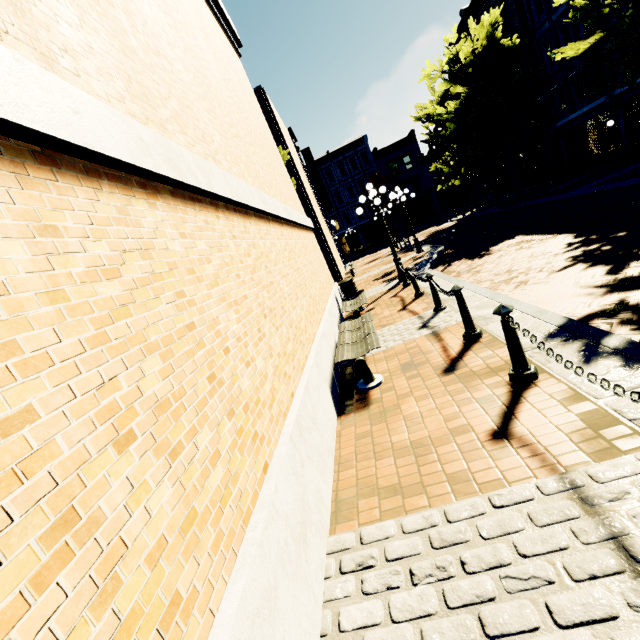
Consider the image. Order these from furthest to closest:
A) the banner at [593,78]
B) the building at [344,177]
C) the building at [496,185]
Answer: the building at [344,177] < the building at [496,185] < the banner at [593,78]

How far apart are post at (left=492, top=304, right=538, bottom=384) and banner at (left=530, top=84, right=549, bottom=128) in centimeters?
2701cm

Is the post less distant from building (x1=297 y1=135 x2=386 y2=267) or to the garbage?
the garbage

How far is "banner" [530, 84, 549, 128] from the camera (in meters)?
22.11

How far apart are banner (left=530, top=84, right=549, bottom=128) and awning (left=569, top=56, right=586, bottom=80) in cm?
361

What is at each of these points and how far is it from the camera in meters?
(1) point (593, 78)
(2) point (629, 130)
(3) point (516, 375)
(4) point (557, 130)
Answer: (1) banner, 17.6
(2) bush, 16.8
(3) post, 3.5
(4) building, 22.4

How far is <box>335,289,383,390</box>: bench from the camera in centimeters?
482cm

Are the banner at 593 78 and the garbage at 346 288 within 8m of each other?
no
